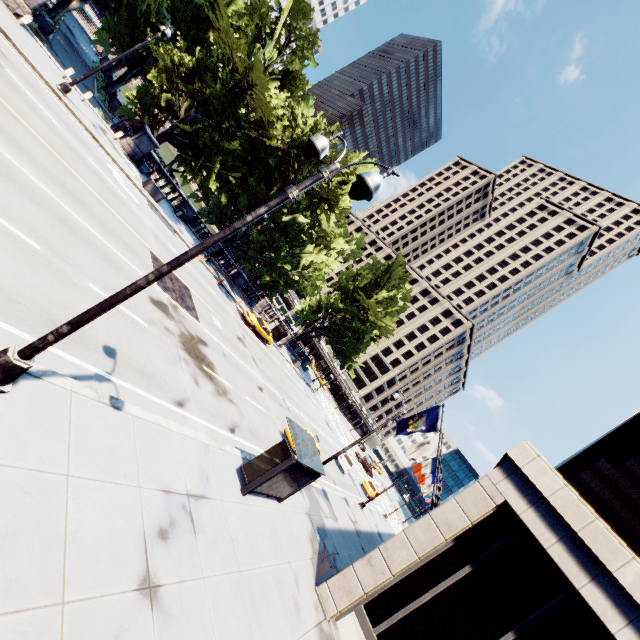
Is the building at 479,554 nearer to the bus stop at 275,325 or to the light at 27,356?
the light at 27,356

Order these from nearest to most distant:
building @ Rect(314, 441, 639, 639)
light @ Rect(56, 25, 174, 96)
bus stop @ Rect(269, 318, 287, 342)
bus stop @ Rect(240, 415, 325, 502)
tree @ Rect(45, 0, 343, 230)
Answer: building @ Rect(314, 441, 639, 639), bus stop @ Rect(240, 415, 325, 502), light @ Rect(56, 25, 174, 96), tree @ Rect(45, 0, 343, 230), bus stop @ Rect(269, 318, 287, 342)

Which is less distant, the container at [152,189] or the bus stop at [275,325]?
the container at [152,189]

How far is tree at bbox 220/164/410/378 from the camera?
34.0m

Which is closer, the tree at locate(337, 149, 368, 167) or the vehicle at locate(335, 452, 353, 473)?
the tree at locate(337, 149, 368, 167)

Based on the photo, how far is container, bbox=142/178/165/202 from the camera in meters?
24.1

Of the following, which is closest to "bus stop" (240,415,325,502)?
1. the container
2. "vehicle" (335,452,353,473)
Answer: "vehicle" (335,452,353,473)

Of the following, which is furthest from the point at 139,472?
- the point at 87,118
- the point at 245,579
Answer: the point at 87,118
